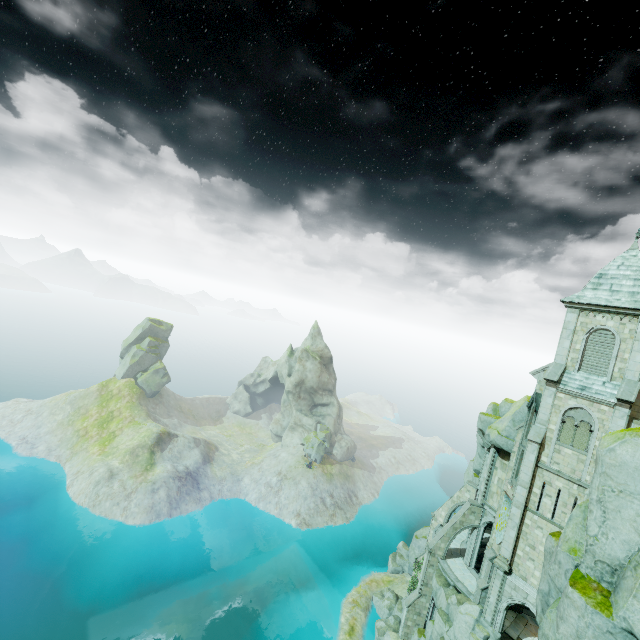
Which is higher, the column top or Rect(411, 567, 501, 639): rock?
the column top

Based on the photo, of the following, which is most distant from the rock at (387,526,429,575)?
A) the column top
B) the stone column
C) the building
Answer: the column top

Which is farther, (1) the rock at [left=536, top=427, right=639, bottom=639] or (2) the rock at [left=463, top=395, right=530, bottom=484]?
(2) the rock at [left=463, top=395, right=530, bottom=484]

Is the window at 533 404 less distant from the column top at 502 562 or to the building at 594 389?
the building at 594 389

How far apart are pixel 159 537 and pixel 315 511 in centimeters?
2544cm

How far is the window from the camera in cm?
2512

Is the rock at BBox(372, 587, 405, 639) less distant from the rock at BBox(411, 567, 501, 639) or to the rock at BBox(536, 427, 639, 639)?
the rock at BBox(411, 567, 501, 639)

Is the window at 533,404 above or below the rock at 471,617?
above
